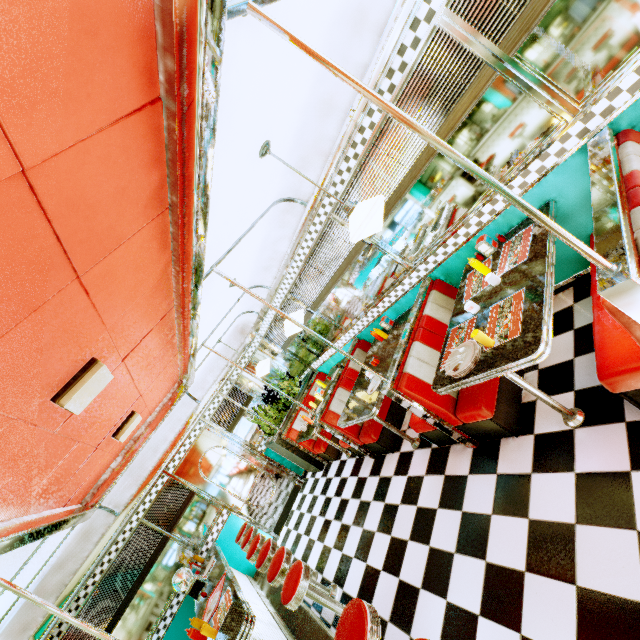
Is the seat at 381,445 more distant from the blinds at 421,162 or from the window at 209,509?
the window at 209,509

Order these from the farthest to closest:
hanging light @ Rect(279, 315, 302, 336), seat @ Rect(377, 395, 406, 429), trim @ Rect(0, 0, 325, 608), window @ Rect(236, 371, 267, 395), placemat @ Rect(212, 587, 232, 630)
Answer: window @ Rect(236, 371, 267, 395)
seat @ Rect(377, 395, 406, 429)
hanging light @ Rect(279, 315, 302, 336)
placemat @ Rect(212, 587, 232, 630)
trim @ Rect(0, 0, 325, 608)

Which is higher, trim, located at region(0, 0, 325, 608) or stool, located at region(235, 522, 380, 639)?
trim, located at region(0, 0, 325, 608)

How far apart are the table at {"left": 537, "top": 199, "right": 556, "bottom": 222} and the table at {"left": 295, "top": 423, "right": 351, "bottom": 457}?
3.5 meters

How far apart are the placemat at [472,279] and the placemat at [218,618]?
3.9 meters

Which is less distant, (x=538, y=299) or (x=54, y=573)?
(x=538, y=299)

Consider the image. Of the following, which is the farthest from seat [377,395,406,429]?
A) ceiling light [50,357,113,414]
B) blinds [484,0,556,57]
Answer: blinds [484,0,556,57]

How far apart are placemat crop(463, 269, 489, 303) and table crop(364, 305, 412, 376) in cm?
109
